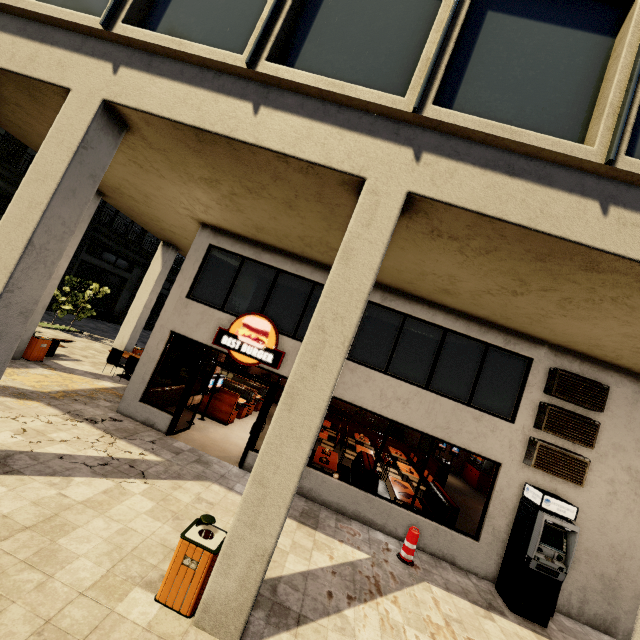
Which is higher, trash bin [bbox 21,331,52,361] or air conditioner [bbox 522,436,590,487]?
air conditioner [bbox 522,436,590,487]

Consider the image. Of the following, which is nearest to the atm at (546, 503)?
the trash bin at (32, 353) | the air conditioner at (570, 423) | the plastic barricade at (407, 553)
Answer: the air conditioner at (570, 423)

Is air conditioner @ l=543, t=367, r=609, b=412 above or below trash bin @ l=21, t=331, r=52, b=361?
above

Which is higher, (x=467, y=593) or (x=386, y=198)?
(x=386, y=198)

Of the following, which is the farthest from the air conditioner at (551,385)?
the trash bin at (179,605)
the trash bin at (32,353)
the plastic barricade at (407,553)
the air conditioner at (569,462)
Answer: the trash bin at (32,353)

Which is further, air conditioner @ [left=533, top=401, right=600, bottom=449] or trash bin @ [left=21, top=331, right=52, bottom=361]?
trash bin @ [left=21, top=331, right=52, bottom=361]

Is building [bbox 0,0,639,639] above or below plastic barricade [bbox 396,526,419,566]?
above

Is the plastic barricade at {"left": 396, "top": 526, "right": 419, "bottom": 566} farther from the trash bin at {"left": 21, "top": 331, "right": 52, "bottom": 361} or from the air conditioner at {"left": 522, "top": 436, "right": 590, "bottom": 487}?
the trash bin at {"left": 21, "top": 331, "right": 52, "bottom": 361}
